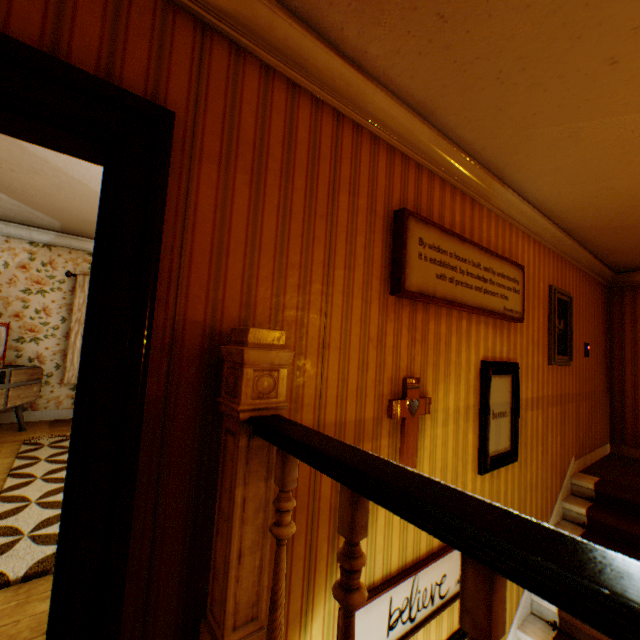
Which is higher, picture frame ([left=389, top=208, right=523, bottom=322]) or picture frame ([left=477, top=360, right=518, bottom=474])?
picture frame ([left=389, top=208, right=523, bottom=322])

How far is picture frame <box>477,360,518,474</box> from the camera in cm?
287

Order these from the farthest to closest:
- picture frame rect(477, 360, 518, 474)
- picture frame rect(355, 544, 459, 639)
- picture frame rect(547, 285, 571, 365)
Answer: picture frame rect(547, 285, 571, 365) < picture frame rect(477, 360, 518, 474) < picture frame rect(355, 544, 459, 639)

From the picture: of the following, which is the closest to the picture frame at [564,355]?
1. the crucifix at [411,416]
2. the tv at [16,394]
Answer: the crucifix at [411,416]

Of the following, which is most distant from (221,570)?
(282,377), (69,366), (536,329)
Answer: (69,366)

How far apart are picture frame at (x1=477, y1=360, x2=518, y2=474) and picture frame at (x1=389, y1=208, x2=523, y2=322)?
0.4 meters

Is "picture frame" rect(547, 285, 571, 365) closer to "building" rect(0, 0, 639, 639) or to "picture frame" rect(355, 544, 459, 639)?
"building" rect(0, 0, 639, 639)

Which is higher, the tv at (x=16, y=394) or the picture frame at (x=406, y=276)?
the picture frame at (x=406, y=276)
